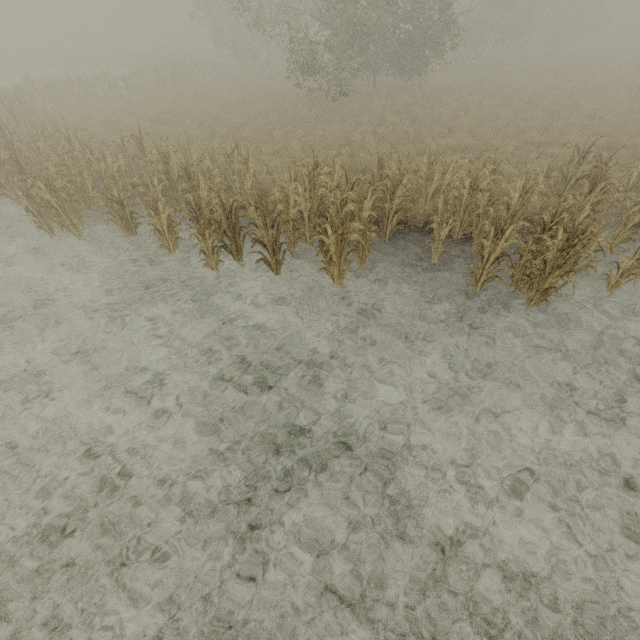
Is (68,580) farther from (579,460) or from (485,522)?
(579,460)
